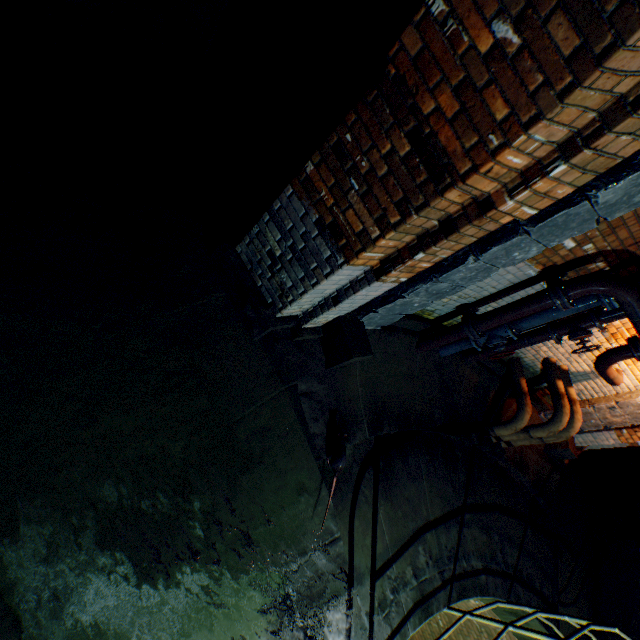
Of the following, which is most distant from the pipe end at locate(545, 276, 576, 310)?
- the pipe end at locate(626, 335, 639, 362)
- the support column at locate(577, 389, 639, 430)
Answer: the support column at locate(577, 389, 639, 430)

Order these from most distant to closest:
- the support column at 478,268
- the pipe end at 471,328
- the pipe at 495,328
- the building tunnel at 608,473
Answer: the building tunnel at 608,473, the pipe end at 471,328, the pipe at 495,328, the support column at 478,268

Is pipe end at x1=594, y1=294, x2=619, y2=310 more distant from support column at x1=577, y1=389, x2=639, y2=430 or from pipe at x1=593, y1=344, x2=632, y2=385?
support column at x1=577, y1=389, x2=639, y2=430

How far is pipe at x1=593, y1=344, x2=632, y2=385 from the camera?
4.57m

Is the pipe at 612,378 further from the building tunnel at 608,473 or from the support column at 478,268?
→ the support column at 478,268

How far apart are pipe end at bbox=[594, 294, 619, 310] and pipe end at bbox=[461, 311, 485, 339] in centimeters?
121cm

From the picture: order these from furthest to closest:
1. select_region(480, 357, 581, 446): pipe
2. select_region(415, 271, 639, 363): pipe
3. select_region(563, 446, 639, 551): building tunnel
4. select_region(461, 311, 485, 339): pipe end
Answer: select_region(563, 446, 639, 551): building tunnel < select_region(480, 357, 581, 446): pipe < select_region(461, 311, 485, 339): pipe end < select_region(415, 271, 639, 363): pipe

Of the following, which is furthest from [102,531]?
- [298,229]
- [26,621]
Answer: [298,229]
